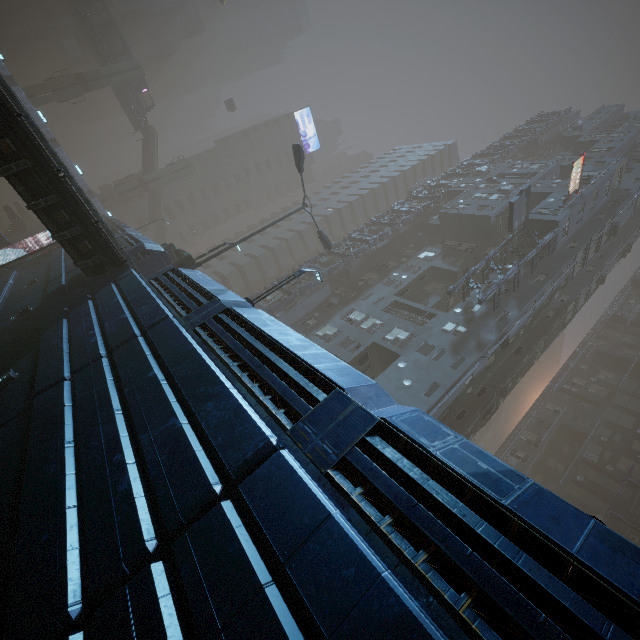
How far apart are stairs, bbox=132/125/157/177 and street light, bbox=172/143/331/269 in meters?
41.7

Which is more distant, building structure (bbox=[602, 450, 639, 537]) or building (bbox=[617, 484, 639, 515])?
building (bbox=[617, 484, 639, 515])

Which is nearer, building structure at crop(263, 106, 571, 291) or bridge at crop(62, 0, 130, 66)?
building structure at crop(263, 106, 571, 291)

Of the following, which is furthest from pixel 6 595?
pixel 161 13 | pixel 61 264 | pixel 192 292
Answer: pixel 161 13

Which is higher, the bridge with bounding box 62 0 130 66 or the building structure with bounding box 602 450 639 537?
the building structure with bounding box 602 450 639 537

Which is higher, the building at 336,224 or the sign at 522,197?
the building at 336,224

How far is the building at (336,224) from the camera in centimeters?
5666cm

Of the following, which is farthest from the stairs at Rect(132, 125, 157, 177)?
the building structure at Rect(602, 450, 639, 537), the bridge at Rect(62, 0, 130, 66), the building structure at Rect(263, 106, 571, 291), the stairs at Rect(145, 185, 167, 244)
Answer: the building structure at Rect(602, 450, 639, 537)
